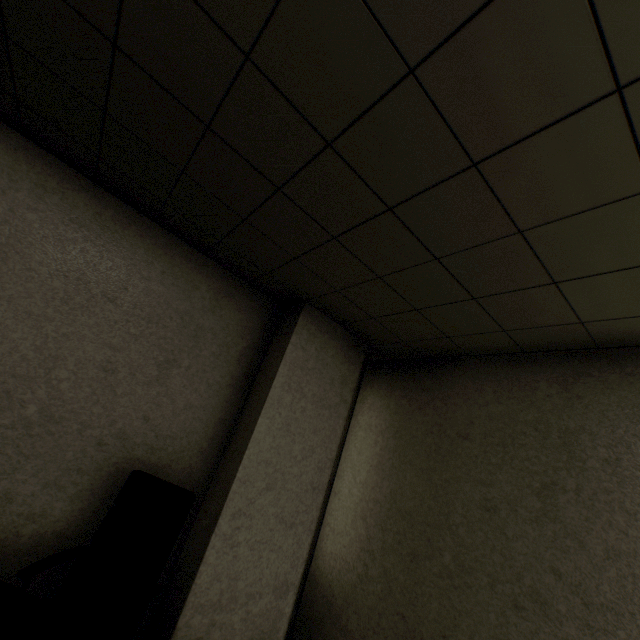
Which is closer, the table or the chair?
the table

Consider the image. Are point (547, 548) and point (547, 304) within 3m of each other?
Result: yes

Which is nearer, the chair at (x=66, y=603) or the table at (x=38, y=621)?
the table at (x=38, y=621)
